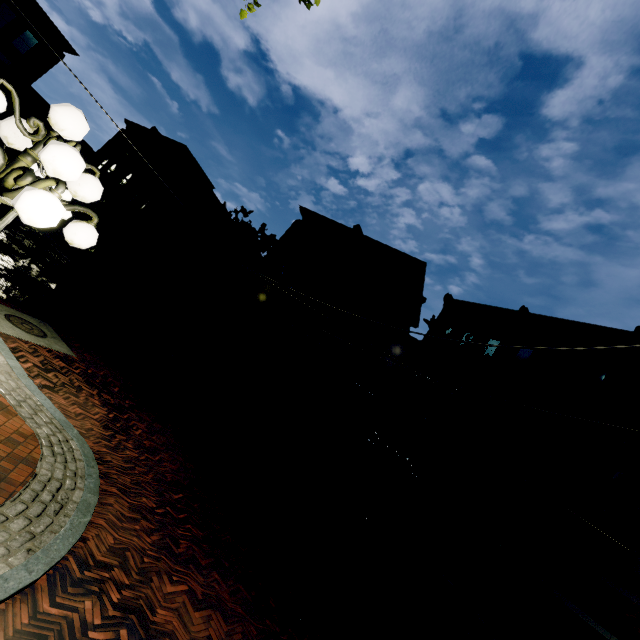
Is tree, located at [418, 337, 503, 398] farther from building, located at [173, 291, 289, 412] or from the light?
the light

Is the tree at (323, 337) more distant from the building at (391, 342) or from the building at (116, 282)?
the building at (116, 282)

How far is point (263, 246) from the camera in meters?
20.6 m

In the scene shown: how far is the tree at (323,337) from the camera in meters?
Answer: 16.6 m

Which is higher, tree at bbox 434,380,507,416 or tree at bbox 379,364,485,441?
tree at bbox 434,380,507,416

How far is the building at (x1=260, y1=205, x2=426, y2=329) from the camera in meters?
22.6 m

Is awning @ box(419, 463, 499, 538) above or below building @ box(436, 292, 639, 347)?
below

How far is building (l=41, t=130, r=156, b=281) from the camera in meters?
27.7
